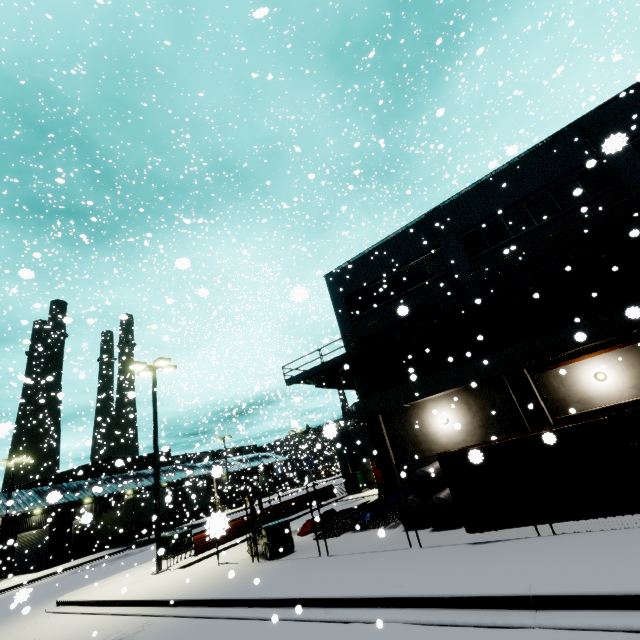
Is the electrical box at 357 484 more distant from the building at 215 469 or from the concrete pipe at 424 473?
the concrete pipe at 424 473

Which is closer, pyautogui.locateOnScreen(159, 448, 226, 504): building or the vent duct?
the vent duct

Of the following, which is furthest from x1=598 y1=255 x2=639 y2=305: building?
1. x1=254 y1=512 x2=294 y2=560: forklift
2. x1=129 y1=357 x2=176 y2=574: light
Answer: x1=254 y1=512 x2=294 y2=560: forklift

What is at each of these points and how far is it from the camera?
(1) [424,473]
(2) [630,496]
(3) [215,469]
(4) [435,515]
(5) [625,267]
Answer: (1) concrete pipe, 11.70m
(2) tarp, 6.66m
(3) building, 4.32m
(4) concrete pipe, 10.90m
(5) building, 13.95m

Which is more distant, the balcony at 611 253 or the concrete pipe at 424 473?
the balcony at 611 253

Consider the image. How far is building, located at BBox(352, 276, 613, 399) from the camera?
14.5 meters

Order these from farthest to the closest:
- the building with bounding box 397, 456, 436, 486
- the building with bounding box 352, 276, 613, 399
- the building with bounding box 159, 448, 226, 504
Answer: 1. the building with bounding box 397, 456, 436, 486
2. the building with bounding box 159, 448, 226, 504
3. the building with bounding box 352, 276, 613, 399

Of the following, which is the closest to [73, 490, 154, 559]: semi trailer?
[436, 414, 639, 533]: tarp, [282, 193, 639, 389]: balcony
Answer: [436, 414, 639, 533]: tarp
